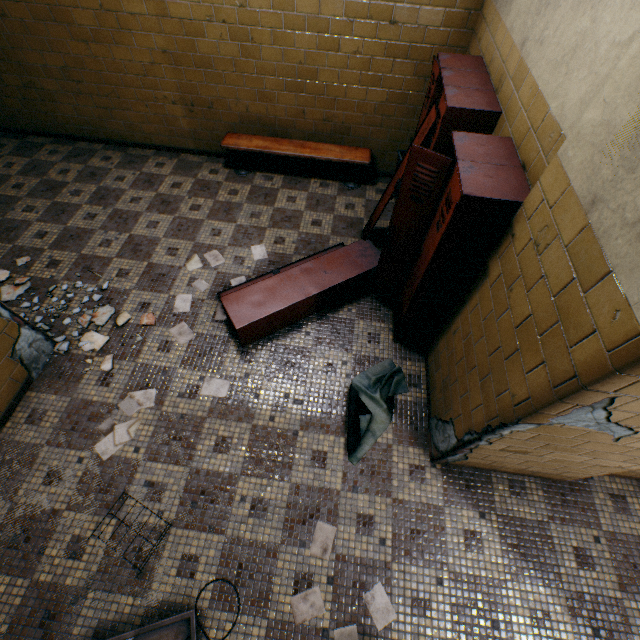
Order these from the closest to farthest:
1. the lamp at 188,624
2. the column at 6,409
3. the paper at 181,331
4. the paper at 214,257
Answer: the lamp at 188,624, the column at 6,409, the paper at 181,331, the paper at 214,257

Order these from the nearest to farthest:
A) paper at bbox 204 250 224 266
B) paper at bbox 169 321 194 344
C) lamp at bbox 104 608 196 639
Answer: lamp at bbox 104 608 196 639 < paper at bbox 169 321 194 344 < paper at bbox 204 250 224 266

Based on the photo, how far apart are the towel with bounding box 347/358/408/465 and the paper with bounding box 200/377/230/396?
1.15m

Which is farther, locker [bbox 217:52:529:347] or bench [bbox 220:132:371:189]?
bench [bbox 220:132:371:189]

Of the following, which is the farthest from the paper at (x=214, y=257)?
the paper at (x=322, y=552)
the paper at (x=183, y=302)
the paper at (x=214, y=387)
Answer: the paper at (x=322, y=552)

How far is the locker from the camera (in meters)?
1.95

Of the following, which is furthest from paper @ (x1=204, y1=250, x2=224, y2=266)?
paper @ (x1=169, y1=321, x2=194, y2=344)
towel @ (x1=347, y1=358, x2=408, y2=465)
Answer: towel @ (x1=347, y1=358, x2=408, y2=465)

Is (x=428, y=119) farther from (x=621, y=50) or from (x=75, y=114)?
(x=75, y=114)
